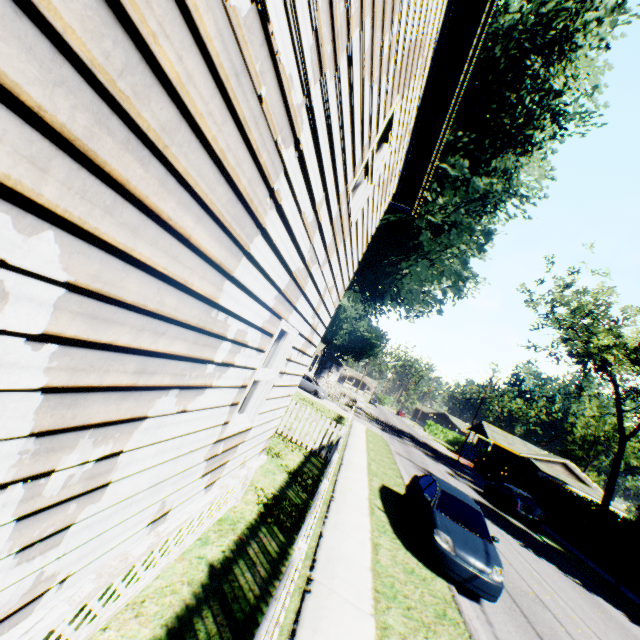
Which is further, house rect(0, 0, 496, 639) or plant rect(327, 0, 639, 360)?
plant rect(327, 0, 639, 360)

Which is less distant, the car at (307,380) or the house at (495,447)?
the car at (307,380)

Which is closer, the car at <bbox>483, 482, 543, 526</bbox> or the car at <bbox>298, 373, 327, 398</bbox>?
the car at <bbox>483, 482, 543, 526</bbox>

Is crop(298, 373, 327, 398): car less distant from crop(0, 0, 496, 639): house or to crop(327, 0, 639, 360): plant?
crop(327, 0, 639, 360): plant

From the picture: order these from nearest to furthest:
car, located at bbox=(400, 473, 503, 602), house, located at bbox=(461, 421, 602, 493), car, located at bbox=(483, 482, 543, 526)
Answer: car, located at bbox=(400, 473, 503, 602)
car, located at bbox=(483, 482, 543, 526)
house, located at bbox=(461, 421, 602, 493)

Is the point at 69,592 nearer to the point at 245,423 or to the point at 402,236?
the point at 245,423

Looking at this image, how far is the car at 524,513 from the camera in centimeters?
1969cm

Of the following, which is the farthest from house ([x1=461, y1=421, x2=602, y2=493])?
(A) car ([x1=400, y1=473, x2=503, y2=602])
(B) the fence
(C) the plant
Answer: (A) car ([x1=400, y1=473, x2=503, y2=602])
